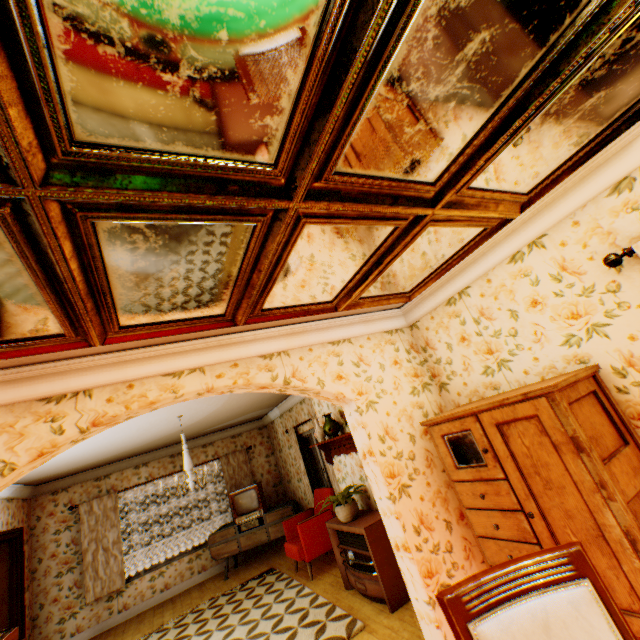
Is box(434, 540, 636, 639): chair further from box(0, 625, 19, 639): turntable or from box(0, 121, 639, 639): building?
box(0, 625, 19, 639): turntable

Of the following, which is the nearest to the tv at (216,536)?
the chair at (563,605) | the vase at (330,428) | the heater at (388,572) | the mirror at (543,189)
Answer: the heater at (388,572)

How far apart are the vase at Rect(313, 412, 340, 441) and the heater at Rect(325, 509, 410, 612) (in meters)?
1.18

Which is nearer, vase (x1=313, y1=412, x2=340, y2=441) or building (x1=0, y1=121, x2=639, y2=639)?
building (x1=0, y1=121, x2=639, y2=639)

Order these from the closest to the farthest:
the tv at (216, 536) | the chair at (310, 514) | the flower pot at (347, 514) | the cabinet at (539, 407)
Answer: the cabinet at (539, 407), the flower pot at (347, 514), the chair at (310, 514), the tv at (216, 536)

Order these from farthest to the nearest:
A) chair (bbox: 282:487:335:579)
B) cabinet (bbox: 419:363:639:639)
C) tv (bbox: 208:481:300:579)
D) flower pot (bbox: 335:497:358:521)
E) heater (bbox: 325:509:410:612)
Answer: tv (bbox: 208:481:300:579)
chair (bbox: 282:487:335:579)
flower pot (bbox: 335:497:358:521)
heater (bbox: 325:509:410:612)
cabinet (bbox: 419:363:639:639)

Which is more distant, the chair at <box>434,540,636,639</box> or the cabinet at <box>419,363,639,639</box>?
the cabinet at <box>419,363,639,639</box>

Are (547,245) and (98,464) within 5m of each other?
no
